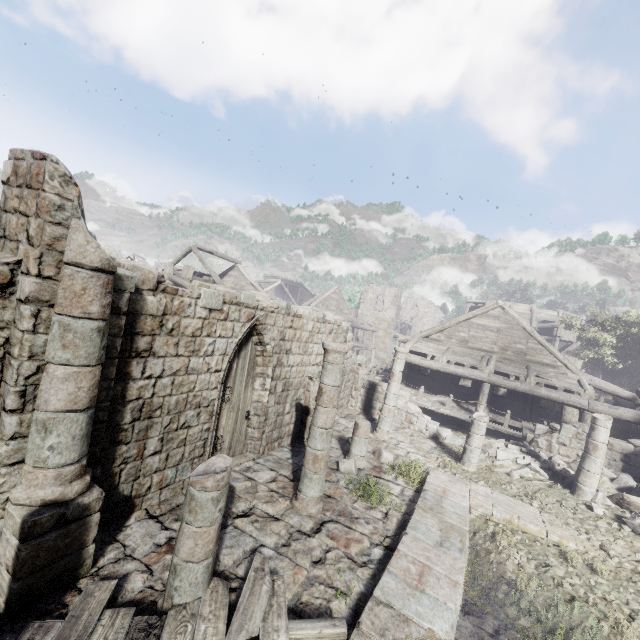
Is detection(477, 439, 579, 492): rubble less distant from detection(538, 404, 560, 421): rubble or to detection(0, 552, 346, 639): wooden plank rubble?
detection(538, 404, 560, 421): rubble

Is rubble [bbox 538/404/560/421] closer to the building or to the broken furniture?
the building

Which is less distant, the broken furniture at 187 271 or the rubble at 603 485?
the rubble at 603 485

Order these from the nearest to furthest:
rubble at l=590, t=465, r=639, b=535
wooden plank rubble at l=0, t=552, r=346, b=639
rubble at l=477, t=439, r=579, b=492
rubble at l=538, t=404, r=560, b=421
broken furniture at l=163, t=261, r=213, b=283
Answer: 1. wooden plank rubble at l=0, t=552, r=346, b=639
2. rubble at l=590, t=465, r=639, b=535
3. rubble at l=477, t=439, r=579, b=492
4. rubble at l=538, t=404, r=560, b=421
5. broken furniture at l=163, t=261, r=213, b=283

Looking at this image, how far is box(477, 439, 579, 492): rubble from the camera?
11.7m

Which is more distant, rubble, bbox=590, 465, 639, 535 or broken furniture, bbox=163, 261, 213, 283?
broken furniture, bbox=163, 261, 213, 283

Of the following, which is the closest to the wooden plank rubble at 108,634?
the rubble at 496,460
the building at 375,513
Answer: the building at 375,513

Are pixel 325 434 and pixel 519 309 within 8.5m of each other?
no
